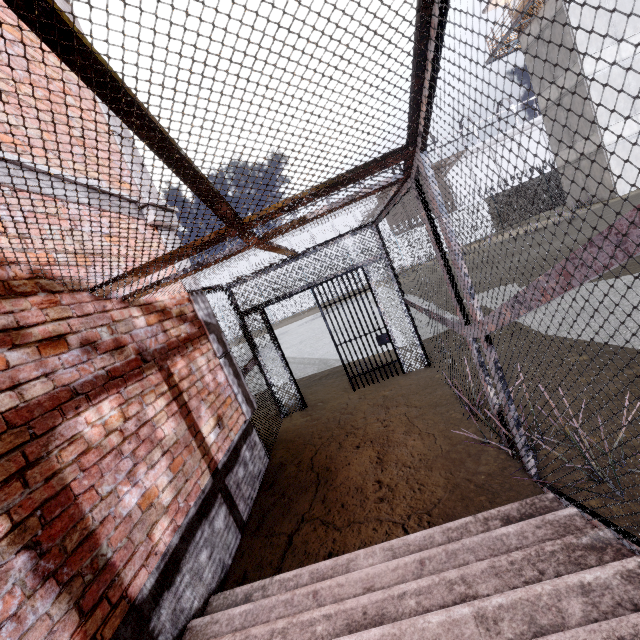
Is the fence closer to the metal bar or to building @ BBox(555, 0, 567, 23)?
building @ BBox(555, 0, 567, 23)

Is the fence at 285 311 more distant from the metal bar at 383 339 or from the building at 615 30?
the metal bar at 383 339

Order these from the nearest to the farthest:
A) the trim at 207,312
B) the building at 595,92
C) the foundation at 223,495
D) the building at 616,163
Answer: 1. the foundation at 223,495
2. the trim at 207,312
3. the building at 595,92
4. the building at 616,163

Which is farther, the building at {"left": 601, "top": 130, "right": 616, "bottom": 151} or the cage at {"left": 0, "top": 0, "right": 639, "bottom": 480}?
the building at {"left": 601, "top": 130, "right": 616, "bottom": 151}

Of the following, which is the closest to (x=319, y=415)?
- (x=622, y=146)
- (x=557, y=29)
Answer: (x=622, y=146)

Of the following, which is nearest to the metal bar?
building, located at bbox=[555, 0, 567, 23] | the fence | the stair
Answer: the stair

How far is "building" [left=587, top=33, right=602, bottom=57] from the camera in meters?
17.8
